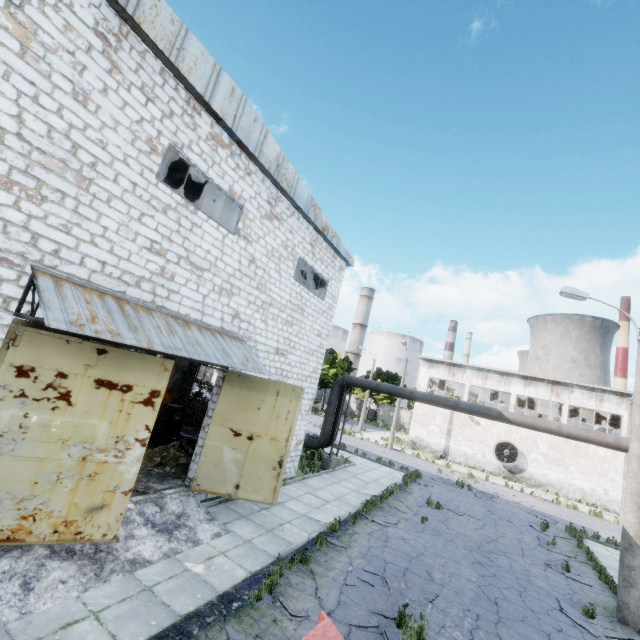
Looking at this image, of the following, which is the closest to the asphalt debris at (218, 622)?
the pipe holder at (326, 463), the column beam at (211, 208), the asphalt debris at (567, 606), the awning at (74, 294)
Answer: the awning at (74, 294)

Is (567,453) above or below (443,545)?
above

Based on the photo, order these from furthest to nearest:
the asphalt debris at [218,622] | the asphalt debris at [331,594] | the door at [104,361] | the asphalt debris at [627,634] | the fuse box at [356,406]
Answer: the fuse box at [356,406] < the asphalt debris at [627,634] < the asphalt debris at [331,594] < the door at [104,361] < the asphalt debris at [218,622]

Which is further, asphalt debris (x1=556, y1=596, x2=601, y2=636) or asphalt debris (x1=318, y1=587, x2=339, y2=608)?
asphalt debris (x1=556, y1=596, x2=601, y2=636)

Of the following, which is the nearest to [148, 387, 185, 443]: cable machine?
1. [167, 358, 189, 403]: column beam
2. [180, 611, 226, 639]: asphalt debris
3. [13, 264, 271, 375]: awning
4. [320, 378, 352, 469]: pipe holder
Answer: [167, 358, 189, 403]: column beam

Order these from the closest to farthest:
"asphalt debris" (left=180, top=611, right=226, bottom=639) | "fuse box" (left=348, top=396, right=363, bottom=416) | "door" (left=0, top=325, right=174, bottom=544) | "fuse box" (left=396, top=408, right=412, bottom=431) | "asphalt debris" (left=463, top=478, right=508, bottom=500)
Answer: "asphalt debris" (left=180, top=611, right=226, bottom=639) < "door" (left=0, top=325, right=174, bottom=544) < "asphalt debris" (left=463, top=478, right=508, bottom=500) < "fuse box" (left=396, top=408, right=412, bottom=431) < "fuse box" (left=348, top=396, right=363, bottom=416)

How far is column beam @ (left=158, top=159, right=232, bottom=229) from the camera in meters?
12.9

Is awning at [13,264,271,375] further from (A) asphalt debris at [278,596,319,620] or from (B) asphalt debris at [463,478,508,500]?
(B) asphalt debris at [463,478,508,500]
